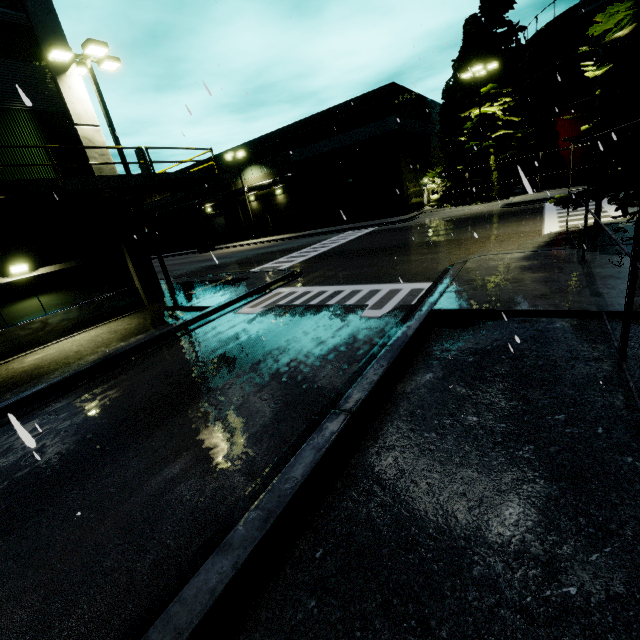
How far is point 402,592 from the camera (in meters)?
2.78

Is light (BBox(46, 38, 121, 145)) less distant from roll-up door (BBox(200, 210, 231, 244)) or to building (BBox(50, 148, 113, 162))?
building (BBox(50, 148, 113, 162))

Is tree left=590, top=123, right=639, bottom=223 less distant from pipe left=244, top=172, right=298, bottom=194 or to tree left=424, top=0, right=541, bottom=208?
pipe left=244, top=172, right=298, bottom=194

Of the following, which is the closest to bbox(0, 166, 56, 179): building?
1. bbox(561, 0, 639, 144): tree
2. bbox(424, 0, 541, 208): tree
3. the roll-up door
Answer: the roll-up door

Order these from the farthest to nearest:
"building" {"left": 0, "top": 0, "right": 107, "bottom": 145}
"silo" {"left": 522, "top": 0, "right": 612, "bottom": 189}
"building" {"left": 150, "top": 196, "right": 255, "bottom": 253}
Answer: "building" {"left": 150, "top": 196, "right": 255, "bottom": 253}, "silo" {"left": 522, "top": 0, "right": 612, "bottom": 189}, "building" {"left": 0, "top": 0, "right": 107, "bottom": 145}

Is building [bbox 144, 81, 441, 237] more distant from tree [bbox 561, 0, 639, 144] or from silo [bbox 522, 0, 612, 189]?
tree [bbox 561, 0, 639, 144]

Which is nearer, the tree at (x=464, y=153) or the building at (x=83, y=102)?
the building at (x=83, y=102)

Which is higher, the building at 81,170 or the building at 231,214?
the building at 81,170
